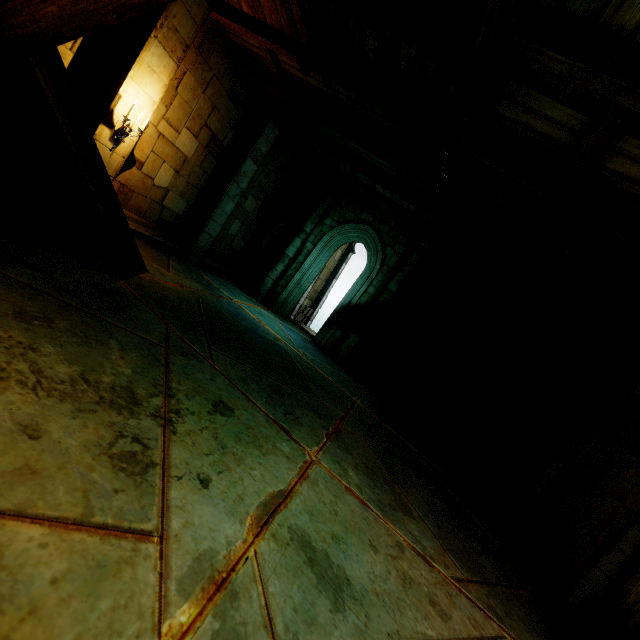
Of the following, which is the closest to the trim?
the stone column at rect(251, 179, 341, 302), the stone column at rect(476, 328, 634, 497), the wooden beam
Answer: the stone column at rect(476, 328, 634, 497)

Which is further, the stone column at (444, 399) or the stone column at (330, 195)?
the stone column at (330, 195)

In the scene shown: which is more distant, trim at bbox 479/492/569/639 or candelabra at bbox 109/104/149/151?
candelabra at bbox 109/104/149/151

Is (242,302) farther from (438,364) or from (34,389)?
(34,389)

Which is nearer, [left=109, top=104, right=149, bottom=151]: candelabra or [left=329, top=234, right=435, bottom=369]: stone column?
[left=109, top=104, right=149, bottom=151]: candelabra

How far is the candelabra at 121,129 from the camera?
5.8 meters

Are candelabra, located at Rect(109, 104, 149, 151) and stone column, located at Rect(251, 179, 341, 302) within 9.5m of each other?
yes

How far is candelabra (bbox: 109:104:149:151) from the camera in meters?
5.8 m
